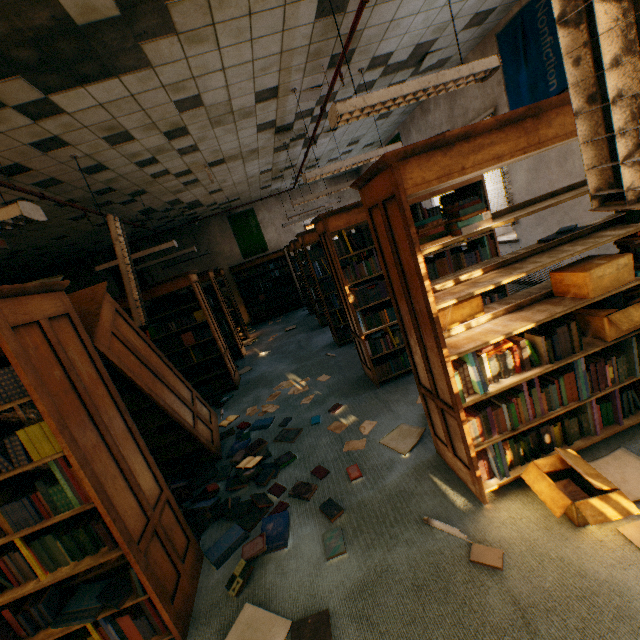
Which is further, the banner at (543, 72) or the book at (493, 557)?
the banner at (543, 72)

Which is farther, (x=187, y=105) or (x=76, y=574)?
(x=187, y=105)

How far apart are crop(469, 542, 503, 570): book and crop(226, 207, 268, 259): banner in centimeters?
1082cm

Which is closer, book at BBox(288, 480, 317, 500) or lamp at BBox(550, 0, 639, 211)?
lamp at BBox(550, 0, 639, 211)

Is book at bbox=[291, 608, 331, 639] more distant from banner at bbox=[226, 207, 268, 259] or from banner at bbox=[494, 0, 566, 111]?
banner at bbox=[226, 207, 268, 259]

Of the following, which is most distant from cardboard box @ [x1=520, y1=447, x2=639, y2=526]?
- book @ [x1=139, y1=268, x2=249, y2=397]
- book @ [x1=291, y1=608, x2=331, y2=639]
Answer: book @ [x1=139, y1=268, x2=249, y2=397]

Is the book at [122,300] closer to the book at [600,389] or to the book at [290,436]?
the book at [290,436]

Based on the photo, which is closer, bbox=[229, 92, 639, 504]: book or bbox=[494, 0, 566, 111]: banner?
bbox=[229, 92, 639, 504]: book
